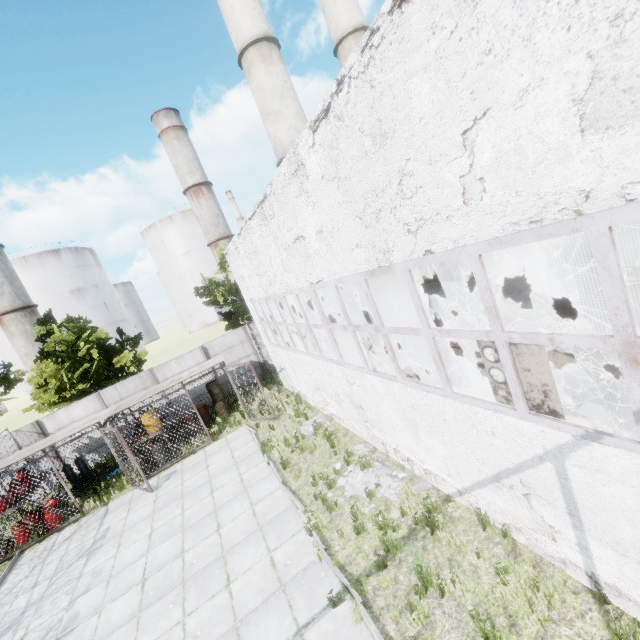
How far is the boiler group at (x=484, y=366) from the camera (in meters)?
4.41

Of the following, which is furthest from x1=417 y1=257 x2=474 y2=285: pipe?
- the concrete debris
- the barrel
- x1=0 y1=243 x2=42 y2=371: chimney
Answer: x1=0 y1=243 x2=42 y2=371: chimney

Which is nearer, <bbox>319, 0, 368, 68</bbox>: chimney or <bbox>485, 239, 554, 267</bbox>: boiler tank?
<bbox>485, 239, 554, 267</bbox>: boiler tank

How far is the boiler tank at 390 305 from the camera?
13.74m

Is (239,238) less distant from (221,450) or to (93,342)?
(221,450)

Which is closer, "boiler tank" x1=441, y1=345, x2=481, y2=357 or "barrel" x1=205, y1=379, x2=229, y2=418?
"boiler tank" x1=441, y1=345, x2=481, y2=357

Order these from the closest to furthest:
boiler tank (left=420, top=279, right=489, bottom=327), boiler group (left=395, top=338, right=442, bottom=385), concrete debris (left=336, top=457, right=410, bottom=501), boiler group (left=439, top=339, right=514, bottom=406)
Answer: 1. boiler group (left=439, top=339, right=514, bottom=406)
2. boiler group (left=395, top=338, right=442, bottom=385)
3. concrete debris (left=336, top=457, right=410, bottom=501)
4. boiler tank (left=420, top=279, right=489, bottom=327)

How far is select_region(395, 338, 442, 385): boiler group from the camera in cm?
612
